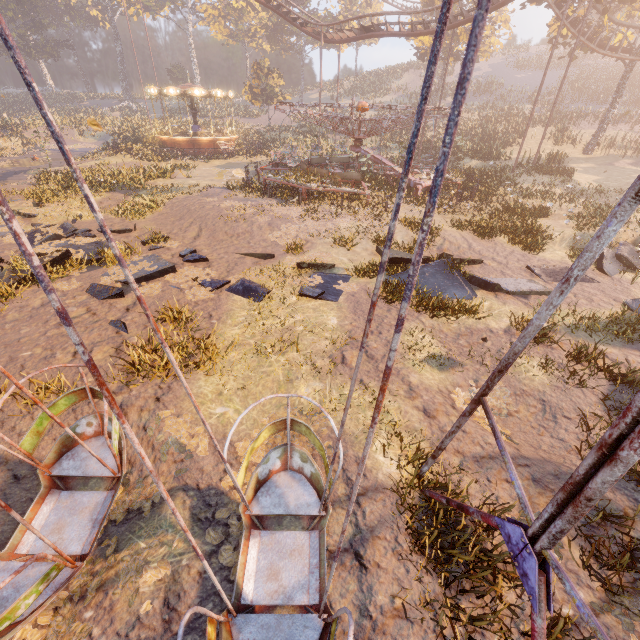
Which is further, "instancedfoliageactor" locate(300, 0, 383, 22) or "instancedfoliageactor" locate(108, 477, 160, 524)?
"instancedfoliageactor" locate(300, 0, 383, 22)

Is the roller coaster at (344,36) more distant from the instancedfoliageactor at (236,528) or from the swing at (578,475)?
the instancedfoliageactor at (236,528)

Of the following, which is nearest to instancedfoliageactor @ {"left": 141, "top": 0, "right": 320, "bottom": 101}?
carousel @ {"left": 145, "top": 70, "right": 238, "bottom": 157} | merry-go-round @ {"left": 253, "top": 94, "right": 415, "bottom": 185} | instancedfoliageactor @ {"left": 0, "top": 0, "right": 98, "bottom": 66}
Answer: instancedfoliageactor @ {"left": 0, "top": 0, "right": 98, "bottom": 66}

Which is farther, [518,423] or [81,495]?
[518,423]

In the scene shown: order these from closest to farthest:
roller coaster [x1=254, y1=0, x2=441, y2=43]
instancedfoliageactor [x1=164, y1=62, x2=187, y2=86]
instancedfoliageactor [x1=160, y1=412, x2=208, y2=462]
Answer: instancedfoliageactor [x1=160, y1=412, x2=208, y2=462], roller coaster [x1=254, y1=0, x2=441, y2=43], instancedfoliageactor [x1=164, y1=62, x2=187, y2=86]

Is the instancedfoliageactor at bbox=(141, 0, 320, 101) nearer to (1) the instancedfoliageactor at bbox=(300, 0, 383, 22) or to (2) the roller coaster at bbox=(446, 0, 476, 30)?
(1) the instancedfoliageactor at bbox=(300, 0, 383, 22)

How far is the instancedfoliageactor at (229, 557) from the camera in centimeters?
367cm

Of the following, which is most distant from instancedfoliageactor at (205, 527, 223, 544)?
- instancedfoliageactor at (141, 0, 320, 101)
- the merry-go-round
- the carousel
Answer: instancedfoliageactor at (141, 0, 320, 101)
